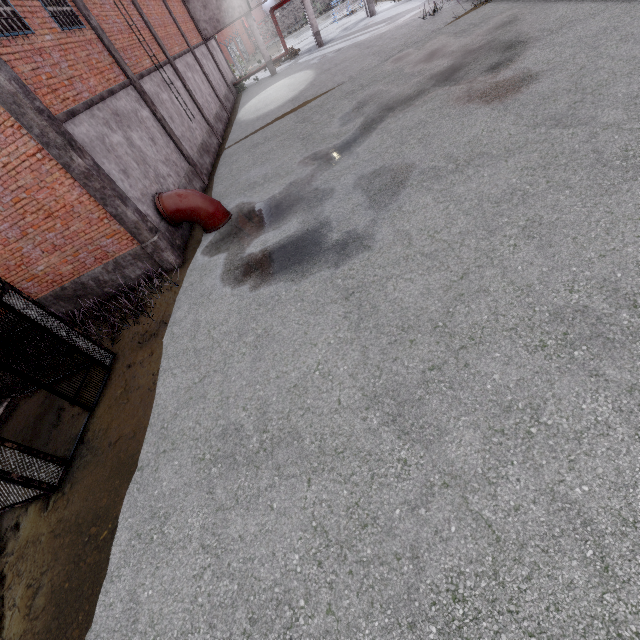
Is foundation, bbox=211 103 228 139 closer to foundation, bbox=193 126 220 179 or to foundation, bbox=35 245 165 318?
foundation, bbox=193 126 220 179

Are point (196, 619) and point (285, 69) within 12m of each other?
no

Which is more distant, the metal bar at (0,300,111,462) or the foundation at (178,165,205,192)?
the foundation at (178,165,205,192)

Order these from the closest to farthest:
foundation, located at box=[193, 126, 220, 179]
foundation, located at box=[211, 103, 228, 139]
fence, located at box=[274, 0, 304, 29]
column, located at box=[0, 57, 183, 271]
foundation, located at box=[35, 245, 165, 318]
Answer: column, located at box=[0, 57, 183, 271]
foundation, located at box=[35, 245, 165, 318]
foundation, located at box=[193, 126, 220, 179]
foundation, located at box=[211, 103, 228, 139]
fence, located at box=[274, 0, 304, 29]

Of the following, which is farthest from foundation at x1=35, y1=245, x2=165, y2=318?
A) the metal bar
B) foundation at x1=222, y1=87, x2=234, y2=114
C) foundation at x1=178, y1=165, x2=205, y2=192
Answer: foundation at x1=222, y1=87, x2=234, y2=114

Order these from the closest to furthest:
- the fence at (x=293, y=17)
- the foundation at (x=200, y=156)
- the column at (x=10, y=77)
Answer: the column at (x=10, y=77), the foundation at (x=200, y=156), the fence at (x=293, y=17)

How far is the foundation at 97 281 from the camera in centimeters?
916cm

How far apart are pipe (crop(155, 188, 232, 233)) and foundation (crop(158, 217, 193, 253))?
0.1m
